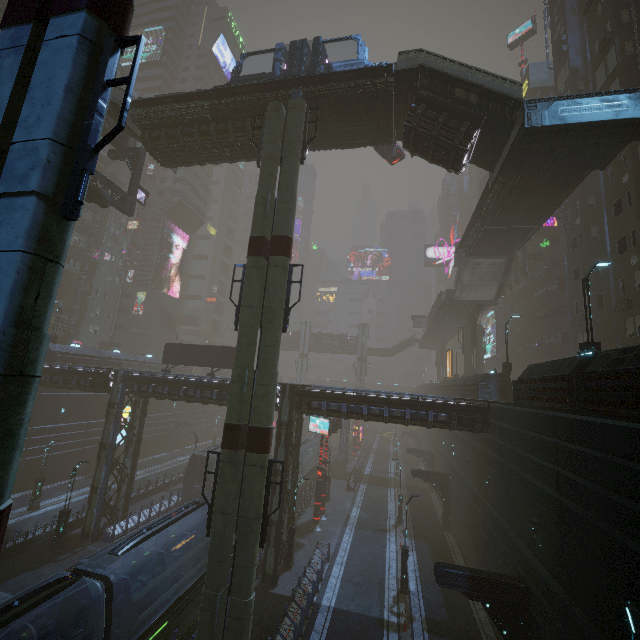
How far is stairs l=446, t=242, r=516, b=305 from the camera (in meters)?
33.50

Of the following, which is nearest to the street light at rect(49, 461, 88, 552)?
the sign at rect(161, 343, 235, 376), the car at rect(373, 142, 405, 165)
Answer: the sign at rect(161, 343, 235, 376)

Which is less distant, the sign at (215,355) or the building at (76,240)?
the sign at (215,355)

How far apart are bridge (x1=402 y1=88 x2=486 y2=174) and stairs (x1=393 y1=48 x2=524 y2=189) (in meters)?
0.00

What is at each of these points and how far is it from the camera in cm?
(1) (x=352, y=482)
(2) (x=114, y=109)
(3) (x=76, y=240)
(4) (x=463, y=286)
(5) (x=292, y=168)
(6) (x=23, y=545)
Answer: (1) building, 3866
(2) stairs, 2286
(3) building, 4738
(4) stairs, 3644
(5) sm, 1645
(6) building, 2075

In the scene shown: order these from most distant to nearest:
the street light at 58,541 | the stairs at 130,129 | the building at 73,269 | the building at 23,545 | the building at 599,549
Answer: the building at 73,269 < the stairs at 130,129 < the street light at 58,541 < the building at 23,545 < the building at 599,549

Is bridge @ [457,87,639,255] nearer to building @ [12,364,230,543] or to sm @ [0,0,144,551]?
building @ [12,364,230,543]

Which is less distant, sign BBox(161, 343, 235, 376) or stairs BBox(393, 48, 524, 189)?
stairs BBox(393, 48, 524, 189)
